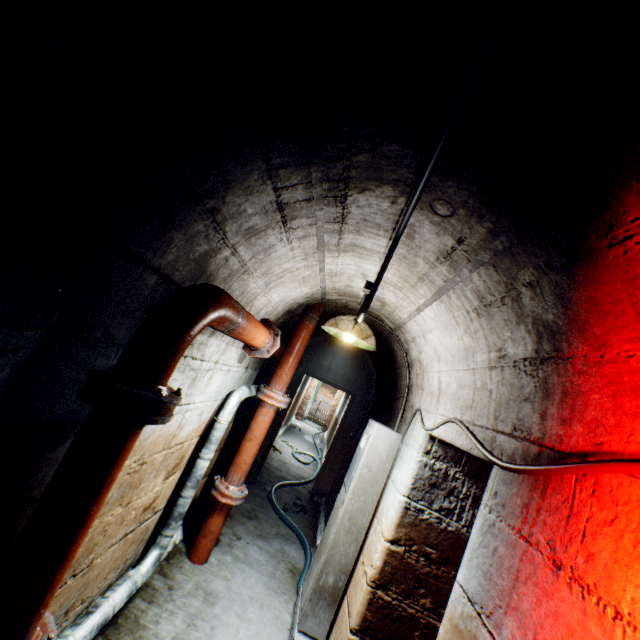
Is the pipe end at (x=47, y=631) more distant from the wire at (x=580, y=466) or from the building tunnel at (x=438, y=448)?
→ the wire at (x=580, y=466)

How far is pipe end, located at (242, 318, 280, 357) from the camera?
2.9 meters

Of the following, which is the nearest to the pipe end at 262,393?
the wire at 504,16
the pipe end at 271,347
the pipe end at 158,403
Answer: the pipe end at 271,347

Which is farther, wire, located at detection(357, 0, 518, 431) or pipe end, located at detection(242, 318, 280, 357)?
pipe end, located at detection(242, 318, 280, 357)

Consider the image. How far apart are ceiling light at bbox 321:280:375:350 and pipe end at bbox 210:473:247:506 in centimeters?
192cm

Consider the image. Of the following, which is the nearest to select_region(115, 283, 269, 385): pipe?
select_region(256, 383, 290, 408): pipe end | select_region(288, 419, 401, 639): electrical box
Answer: select_region(256, 383, 290, 408): pipe end

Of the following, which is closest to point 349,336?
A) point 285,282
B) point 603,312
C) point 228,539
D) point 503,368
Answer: point 285,282

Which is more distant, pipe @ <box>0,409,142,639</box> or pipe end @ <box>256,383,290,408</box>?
pipe end @ <box>256,383,290,408</box>
